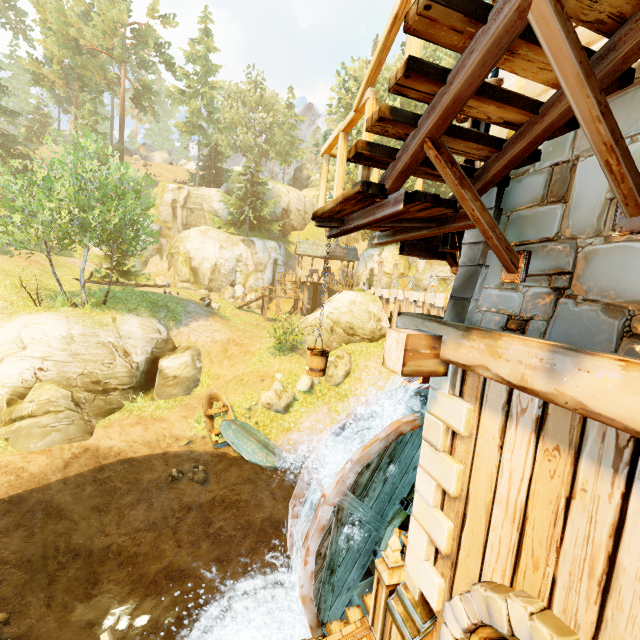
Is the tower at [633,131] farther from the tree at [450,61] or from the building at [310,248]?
the building at [310,248]

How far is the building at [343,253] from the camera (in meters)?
33.25

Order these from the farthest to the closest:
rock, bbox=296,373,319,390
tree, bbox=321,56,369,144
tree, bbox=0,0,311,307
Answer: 1. tree, bbox=321,56,369,144
2. rock, bbox=296,373,319,390
3. tree, bbox=0,0,311,307

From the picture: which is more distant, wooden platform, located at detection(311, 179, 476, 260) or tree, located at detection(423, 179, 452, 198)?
tree, located at detection(423, 179, 452, 198)

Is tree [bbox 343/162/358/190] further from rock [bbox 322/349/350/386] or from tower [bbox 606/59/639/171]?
rock [bbox 322/349/350/386]

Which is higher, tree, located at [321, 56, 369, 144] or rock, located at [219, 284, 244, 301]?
tree, located at [321, 56, 369, 144]

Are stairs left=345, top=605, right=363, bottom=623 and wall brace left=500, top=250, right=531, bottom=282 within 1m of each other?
no

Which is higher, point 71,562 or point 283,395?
point 283,395
